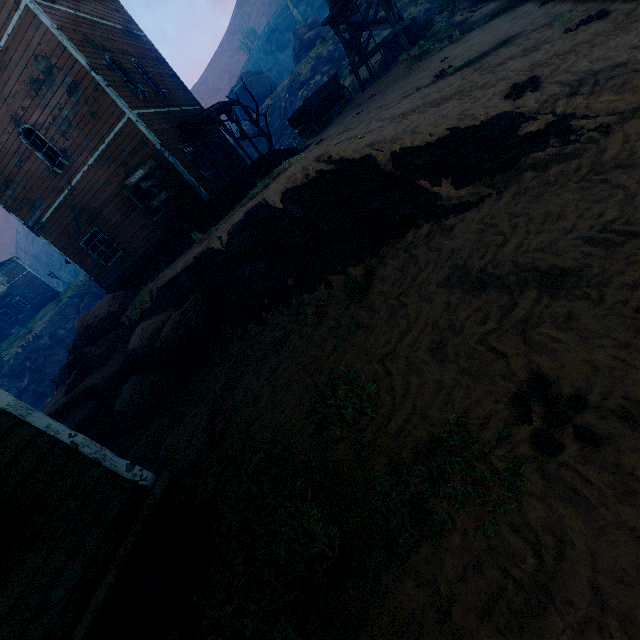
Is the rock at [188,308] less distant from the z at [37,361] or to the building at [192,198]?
the z at [37,361]

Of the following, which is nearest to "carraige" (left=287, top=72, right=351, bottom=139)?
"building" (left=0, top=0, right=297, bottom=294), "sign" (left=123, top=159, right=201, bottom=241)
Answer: "building" (left=0, top=0, right=297, bottom=294)

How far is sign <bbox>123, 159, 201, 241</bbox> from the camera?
11.8 meters

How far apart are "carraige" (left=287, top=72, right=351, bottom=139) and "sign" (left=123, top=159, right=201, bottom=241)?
8.21m

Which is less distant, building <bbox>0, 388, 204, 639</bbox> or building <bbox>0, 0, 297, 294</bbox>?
building <bbox>0, 388, 204, 639</bbox>

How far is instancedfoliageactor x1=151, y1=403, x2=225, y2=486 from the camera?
5.9m

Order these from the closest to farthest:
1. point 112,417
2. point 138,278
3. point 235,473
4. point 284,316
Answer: point 235,473, point 284,316, point 112,417, point 138,278

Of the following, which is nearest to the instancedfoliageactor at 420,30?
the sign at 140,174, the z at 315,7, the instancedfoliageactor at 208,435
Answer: the sign at 140,174
